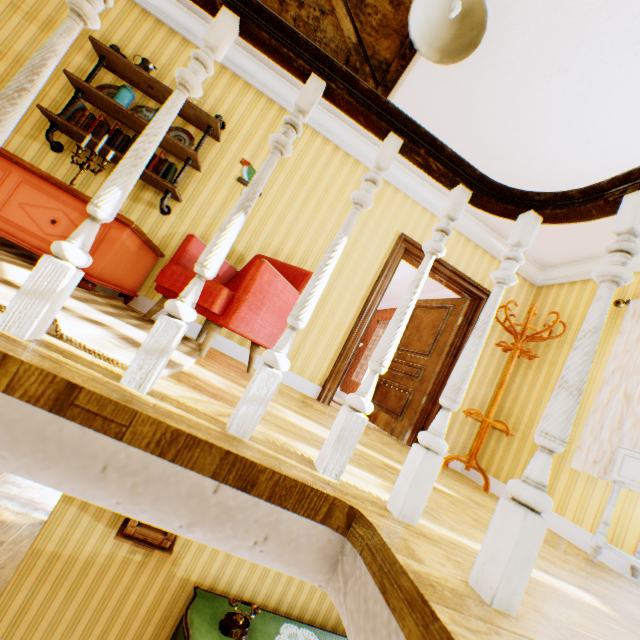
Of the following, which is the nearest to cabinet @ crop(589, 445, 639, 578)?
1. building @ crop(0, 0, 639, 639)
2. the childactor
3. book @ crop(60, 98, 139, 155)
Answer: building @ crop(0, 0, 639, 639)

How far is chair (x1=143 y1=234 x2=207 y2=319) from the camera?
2.54m

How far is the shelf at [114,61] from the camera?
3.1m

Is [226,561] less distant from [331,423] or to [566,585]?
[331,423]

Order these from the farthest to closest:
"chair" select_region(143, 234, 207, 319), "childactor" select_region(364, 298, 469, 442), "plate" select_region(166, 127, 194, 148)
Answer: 1. "childactor" select_region(364, 298, 469, 442)
2. "plate" select_region(166, 127, 194, 148)
3. "chair" select_region(143, 234, 207, 319)

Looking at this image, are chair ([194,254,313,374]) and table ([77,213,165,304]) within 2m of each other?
yes

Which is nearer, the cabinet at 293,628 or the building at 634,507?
the building at 634,507

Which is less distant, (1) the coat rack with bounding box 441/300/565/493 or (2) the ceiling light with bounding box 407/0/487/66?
(2) the ceiling light with bounding box 407/0/487/66
